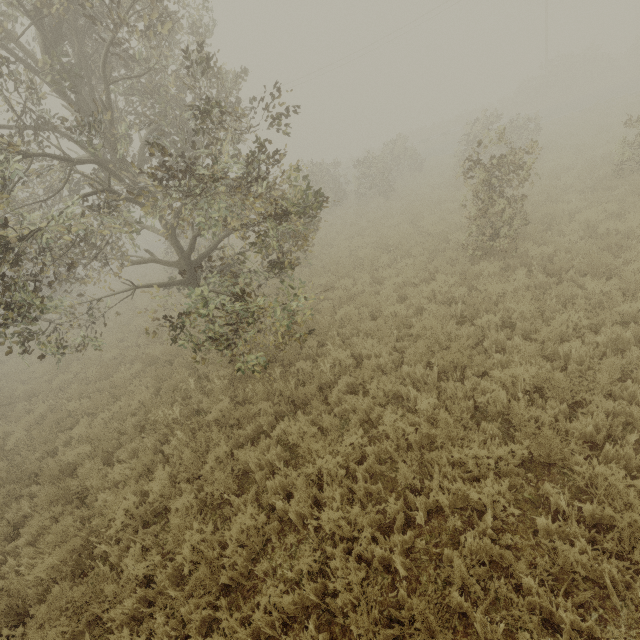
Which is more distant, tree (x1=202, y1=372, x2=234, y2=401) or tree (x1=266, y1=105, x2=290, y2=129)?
tree (x1=202, y1=372, x2=234, y2=401)

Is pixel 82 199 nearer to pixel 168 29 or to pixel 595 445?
pixel 168 29

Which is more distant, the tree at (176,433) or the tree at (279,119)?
the tree at (176,433)

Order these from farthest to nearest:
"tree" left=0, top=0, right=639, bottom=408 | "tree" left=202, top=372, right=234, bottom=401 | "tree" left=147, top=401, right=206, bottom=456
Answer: "tree" left=202, top=372, right=234, bottom=401, "tree" left=147, top=401, right=206, bottom=456, "tree" left=0, top=0, right=639, bottom=408

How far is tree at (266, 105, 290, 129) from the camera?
5.8m

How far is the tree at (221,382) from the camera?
7.45m

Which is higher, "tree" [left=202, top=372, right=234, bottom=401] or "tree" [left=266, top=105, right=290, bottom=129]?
"tree" [left=266, top=105, right=290, bottom=129]
